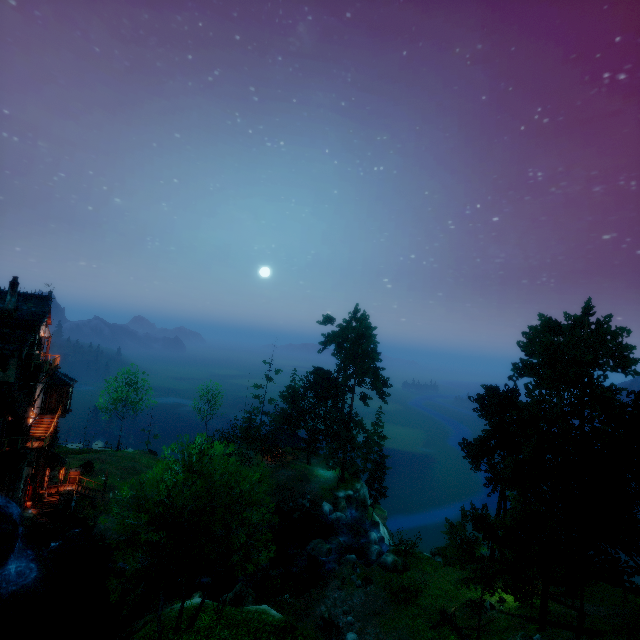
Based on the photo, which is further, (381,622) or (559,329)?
(559,329)

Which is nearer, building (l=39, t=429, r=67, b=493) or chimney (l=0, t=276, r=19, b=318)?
chimney (l=0, t=276, r=19, b=318)

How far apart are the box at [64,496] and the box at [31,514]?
1.3m

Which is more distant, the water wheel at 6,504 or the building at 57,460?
the building at 57,460

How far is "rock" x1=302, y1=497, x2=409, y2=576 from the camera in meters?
28.7

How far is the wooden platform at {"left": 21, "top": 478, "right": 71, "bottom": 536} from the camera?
27.1 meters

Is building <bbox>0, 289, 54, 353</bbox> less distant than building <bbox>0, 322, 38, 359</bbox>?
No

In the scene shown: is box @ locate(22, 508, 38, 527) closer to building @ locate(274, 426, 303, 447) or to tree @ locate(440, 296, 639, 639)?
tree @ locate(440, 296, 639, 639)
